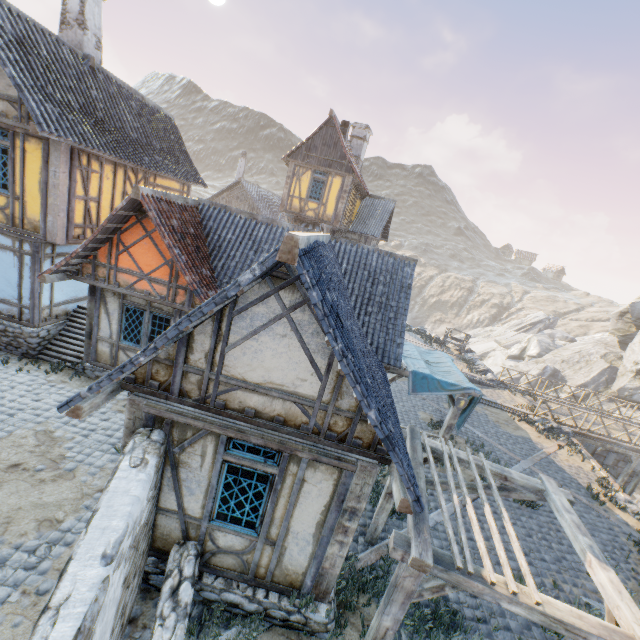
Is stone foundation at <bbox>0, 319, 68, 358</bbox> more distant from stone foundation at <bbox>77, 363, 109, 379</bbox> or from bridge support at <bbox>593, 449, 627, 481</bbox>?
bridge support at <bbox>593, 449, 627, 481</bbox>

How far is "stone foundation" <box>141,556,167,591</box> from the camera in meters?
5.5

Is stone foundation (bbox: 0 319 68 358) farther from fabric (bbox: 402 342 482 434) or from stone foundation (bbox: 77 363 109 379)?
fabric (bbox: 402 342 482 434)

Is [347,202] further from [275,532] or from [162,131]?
[275,532]

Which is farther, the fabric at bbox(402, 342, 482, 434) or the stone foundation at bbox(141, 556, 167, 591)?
the fabric at bbox(402, 342, 482, 434)

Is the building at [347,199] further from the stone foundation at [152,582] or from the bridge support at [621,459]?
the bridge support at [621,459]

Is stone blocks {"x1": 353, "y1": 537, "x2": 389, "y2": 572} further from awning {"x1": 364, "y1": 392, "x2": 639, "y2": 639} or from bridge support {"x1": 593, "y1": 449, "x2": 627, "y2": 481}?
bridge support {"x1": 593, "y1": 449, "x2": 627, "y2": 481}

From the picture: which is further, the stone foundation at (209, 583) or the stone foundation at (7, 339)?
the stone foundation at (7, 339)
